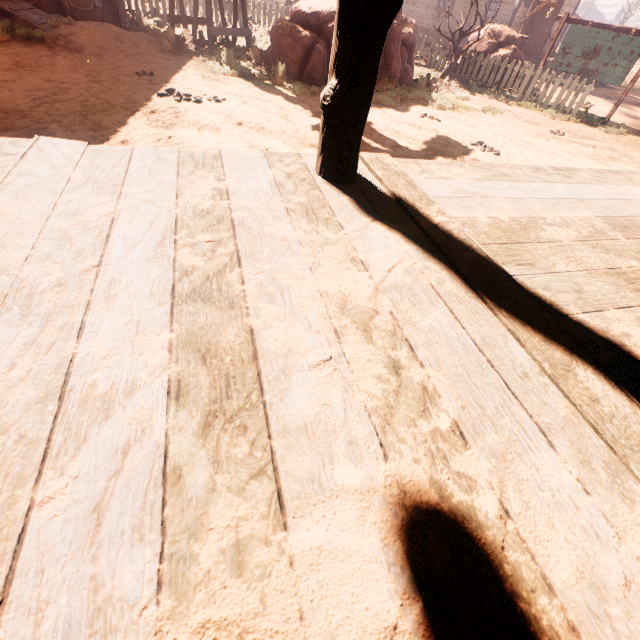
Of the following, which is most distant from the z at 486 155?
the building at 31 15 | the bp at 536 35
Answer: the bp at 536 35

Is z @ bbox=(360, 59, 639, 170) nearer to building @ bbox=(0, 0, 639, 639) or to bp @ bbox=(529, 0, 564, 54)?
building @ bbox=(0, 0, 639, 639)

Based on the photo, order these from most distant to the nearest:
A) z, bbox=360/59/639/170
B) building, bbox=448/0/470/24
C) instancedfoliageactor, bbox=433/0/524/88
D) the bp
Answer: → building, bbox=448/0/470/24 < the bp < instancedfoliageactor, bbox=433/0/524/88 < z, bbox=360/59/639/170

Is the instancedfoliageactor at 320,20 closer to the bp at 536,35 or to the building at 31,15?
the building at 31,15

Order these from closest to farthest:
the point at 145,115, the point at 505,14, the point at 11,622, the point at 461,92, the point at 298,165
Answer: the point at 11,622 < the point at 298,165 < the point at 145,115 < the point at 461,92 < the point at 505,14

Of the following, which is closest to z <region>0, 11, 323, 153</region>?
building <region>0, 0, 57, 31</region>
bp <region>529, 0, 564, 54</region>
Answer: building <region>0, 0, 57, 31</region>

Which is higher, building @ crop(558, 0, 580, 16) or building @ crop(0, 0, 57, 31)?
building @ crop(558, 0, 580, 16)

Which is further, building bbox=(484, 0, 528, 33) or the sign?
building bbox=(484, 0, 528, 33)
